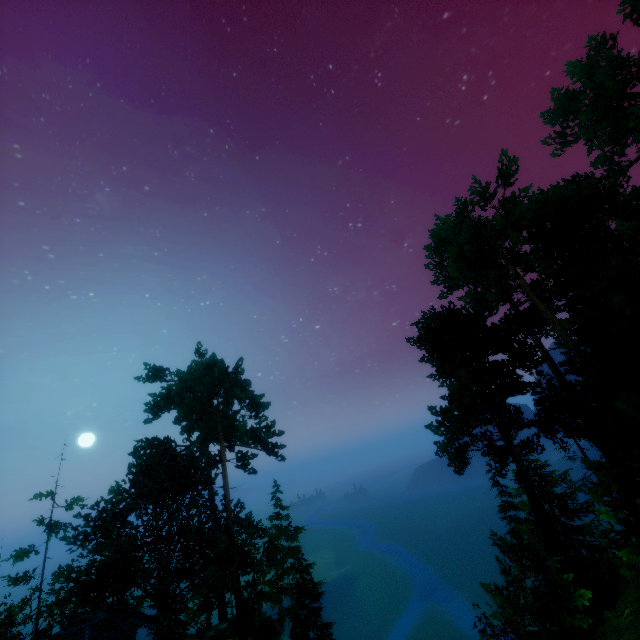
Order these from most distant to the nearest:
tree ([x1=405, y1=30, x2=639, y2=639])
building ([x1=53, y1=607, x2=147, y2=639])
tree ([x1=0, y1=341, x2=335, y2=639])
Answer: building ([x1=53, y1=607, x2=147, y2=639]) < tree ([x1=0, y1=341, x2=335, y2=639]) < tree ([x1=405, y1=30, x2=639, y2=639])

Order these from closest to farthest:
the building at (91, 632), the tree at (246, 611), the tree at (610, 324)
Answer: the tree at (610, 324) < the tree at (246, 611) < the building at (91, 632)

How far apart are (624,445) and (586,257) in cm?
814

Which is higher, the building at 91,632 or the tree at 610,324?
the tree at 610,324

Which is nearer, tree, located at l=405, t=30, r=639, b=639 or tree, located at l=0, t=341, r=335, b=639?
tree, located at l=405, t=30, r=639, b=639

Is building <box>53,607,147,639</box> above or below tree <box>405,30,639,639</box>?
below

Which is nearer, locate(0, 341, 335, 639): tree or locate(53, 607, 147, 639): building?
locate(0, 341, 335, 639): tree
